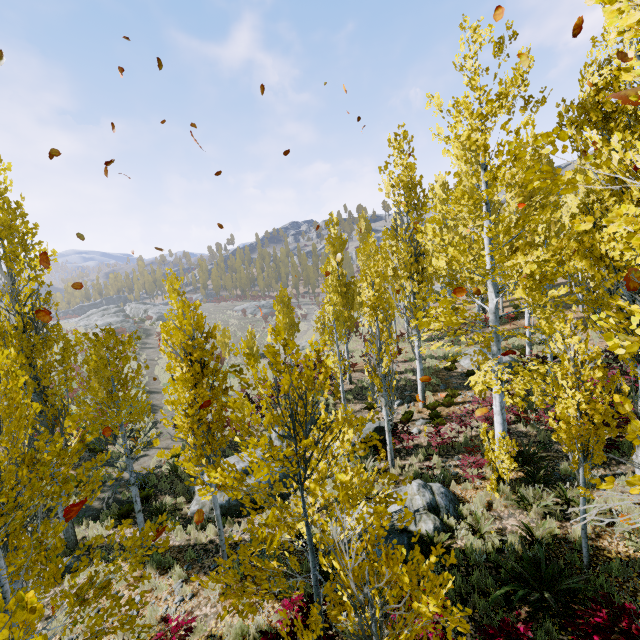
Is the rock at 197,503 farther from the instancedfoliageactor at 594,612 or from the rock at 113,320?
the rock at 113,320

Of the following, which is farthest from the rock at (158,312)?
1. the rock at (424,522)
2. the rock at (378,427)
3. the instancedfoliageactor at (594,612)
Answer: the rock at (424,522)

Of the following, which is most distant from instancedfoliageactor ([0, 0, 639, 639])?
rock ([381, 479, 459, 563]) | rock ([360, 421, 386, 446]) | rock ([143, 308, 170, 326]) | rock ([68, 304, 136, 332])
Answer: rock ([68, 304, 136, 332])

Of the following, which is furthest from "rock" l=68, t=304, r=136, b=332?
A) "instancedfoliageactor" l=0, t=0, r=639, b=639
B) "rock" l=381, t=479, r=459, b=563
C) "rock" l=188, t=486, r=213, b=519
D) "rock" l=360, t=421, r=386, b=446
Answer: "rock" l=381, t=479, r=459, b=563

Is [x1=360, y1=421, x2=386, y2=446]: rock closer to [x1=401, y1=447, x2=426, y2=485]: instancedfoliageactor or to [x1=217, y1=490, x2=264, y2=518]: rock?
[x1=401, y1=447, x2=426, y2=485]: instancedfoliageactor

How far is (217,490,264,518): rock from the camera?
10.4m

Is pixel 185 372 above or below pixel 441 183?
below

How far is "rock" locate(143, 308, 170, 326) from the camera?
52.53m
